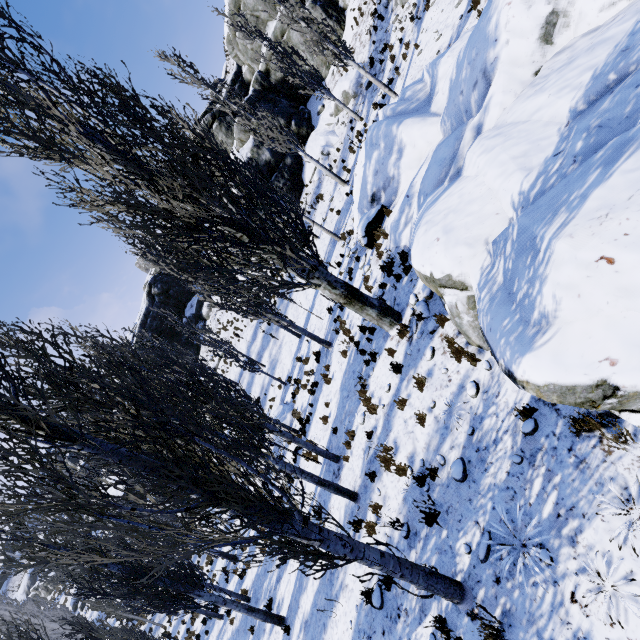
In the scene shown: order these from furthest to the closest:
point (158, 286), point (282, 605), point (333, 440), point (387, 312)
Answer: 1. point (158, 286)
2. point (282, 605)
3. point (333, 440)
4. point (387, 312)

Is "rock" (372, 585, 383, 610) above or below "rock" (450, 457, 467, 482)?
below

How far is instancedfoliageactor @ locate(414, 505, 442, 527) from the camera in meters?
5.5

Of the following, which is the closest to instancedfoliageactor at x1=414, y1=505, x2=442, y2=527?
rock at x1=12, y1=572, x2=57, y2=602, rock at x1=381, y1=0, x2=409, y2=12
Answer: rock at x1=381, y1=0, x2=409, y2=12

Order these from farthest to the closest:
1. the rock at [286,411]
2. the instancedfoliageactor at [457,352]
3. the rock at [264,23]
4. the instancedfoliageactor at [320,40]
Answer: the rock at [264,23] < the rock at [286,411] < the instancedfoliageactor at [320,40] < the instancedfoliageactor at [457,352]

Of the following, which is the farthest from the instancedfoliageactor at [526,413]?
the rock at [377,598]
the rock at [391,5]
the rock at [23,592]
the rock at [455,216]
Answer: the rock at [23,592]

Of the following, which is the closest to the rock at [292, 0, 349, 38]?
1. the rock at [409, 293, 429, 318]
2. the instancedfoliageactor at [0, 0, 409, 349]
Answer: the instancedfoliageactor at [0, 0, 409, 349]

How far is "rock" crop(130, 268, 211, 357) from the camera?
38.8m
